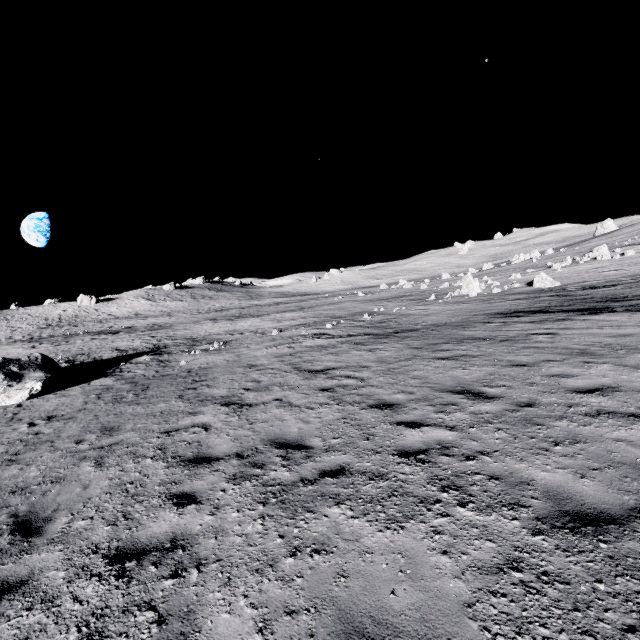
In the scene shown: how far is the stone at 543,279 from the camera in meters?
25.4

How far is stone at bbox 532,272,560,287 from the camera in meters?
25.4 m

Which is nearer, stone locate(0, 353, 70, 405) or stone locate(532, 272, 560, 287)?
stone locate(0, 353, 70, 405)

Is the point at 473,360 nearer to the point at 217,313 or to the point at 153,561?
the point at 153,561

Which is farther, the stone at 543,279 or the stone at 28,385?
the stone at 543,279
